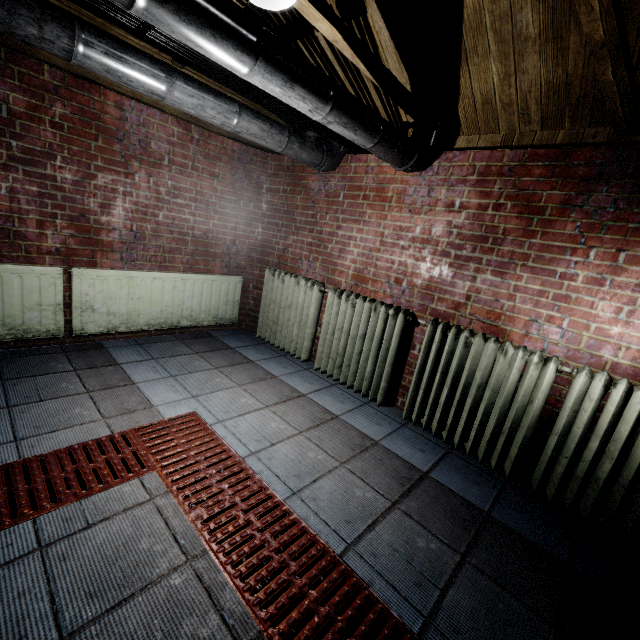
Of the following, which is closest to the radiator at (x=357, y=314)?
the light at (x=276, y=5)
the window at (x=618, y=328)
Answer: the window at (x=618, y=328)

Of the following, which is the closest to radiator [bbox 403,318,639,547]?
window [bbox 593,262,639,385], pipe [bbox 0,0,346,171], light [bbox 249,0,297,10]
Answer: window [bbox 593,262,639,385]

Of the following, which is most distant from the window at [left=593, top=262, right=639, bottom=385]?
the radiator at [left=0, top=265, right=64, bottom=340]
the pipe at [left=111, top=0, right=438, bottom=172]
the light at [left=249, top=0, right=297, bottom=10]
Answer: the radiator at [left=0, top=265, right=64, bottom=340]

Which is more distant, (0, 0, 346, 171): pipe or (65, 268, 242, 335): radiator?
(65, 268, 242, 335): radiator

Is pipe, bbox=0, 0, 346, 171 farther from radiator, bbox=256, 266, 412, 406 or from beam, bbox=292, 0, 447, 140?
radiator, bbox=256, 266, 412, 406

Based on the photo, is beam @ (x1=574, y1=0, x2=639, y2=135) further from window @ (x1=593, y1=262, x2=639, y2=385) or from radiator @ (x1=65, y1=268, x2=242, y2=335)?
radiator @ (x1=65, y1=268, x2=242, y2=335)

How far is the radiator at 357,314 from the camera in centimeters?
256cm

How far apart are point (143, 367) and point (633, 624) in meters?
3.1
